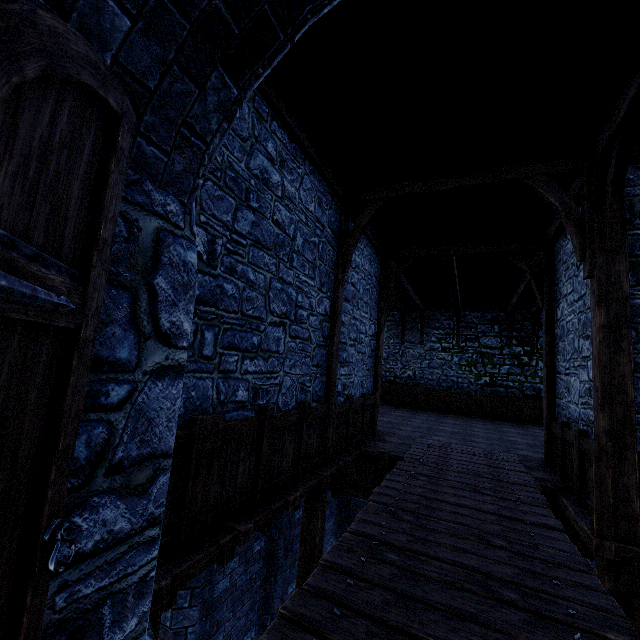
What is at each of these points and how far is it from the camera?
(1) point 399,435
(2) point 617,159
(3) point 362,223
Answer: (1) wooden support, 8.6 meters
(2) wooden support, 4.0 meters
(3) wooden support, 5.9 meters

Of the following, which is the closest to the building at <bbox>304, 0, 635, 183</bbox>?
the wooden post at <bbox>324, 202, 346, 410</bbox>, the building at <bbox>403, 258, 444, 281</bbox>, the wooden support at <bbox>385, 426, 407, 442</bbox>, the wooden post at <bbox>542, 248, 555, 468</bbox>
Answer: the wooden post at <bbox>324, 202, 346, 410</bbox>

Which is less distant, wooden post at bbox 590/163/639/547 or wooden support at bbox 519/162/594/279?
wooden post at bbox 590/163/639/547

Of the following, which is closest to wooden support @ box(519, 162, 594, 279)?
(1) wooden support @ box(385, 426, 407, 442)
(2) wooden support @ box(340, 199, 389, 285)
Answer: (2) wooden support @ box(340, 199, 389, 285)

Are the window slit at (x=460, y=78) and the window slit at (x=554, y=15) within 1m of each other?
yes

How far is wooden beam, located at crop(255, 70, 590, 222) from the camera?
4.1 meters

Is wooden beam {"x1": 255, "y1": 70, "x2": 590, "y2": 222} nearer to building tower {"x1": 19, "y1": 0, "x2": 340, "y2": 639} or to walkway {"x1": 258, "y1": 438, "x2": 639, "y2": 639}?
building tower {"x1": 19, "y1": 0, "x2": 340, "y2": 639}

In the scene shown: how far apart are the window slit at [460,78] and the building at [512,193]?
0.99m
